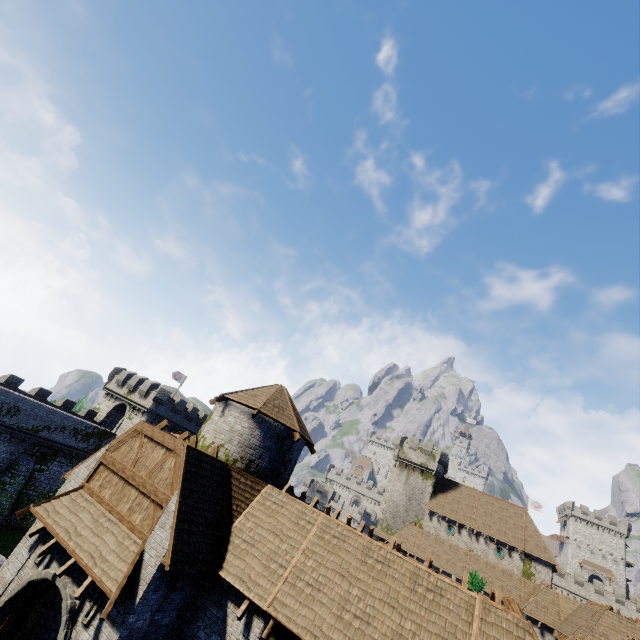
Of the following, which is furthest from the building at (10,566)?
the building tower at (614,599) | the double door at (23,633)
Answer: the building tower at (614,599)

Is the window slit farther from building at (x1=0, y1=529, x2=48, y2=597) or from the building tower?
the building tower

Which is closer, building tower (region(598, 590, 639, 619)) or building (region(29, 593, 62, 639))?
building (region(29, 593, 62, 639))

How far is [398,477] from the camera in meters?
49.9 m

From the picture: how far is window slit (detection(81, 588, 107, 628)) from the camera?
9.7m

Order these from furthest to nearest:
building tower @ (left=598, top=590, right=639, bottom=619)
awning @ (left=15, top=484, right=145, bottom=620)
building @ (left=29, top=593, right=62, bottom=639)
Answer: building tower @ (left=598, top=590, right=639, bottom=619) < building @ (left=29, top=593, right=62, bottom=639) < awning @ (left=15, top=484, right=145, bottom=620)

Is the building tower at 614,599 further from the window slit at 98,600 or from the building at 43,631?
the window slit at 98,600
